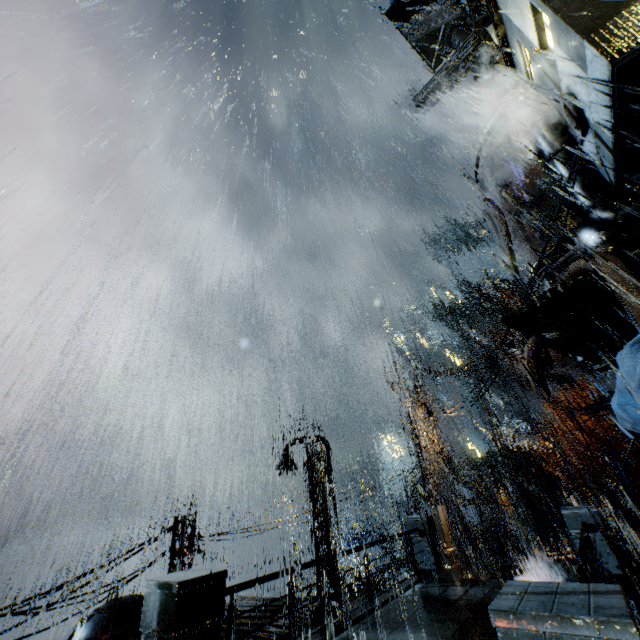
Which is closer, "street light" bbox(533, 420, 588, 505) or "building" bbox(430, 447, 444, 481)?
"building" bbox(430, 447, 444, 481)

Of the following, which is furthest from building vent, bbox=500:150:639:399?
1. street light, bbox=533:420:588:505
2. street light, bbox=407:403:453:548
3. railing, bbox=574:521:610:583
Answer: street light, bbox=533:420:588:505

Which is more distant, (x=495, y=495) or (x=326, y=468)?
(x=495, y=495)

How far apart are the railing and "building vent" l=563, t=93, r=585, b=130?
9.35m

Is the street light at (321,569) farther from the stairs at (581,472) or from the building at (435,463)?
the stairs at (581,472)

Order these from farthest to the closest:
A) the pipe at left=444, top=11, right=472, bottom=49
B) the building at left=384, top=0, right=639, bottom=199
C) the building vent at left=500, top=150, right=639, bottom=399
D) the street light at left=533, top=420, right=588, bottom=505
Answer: the pipe at left=444, top=11, right=472, bottom=49
the street light at left=533, top=420, right=588, bottom=505
the building vent at left=500, top=150, right=639, bottom=399
the building at left=384, top=0, right=639, bottom=199

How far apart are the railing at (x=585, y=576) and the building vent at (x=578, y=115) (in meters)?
9.35

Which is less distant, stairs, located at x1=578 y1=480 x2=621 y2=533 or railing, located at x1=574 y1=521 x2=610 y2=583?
railing, located at x1=574 y1=521 x2=610 y2=583
